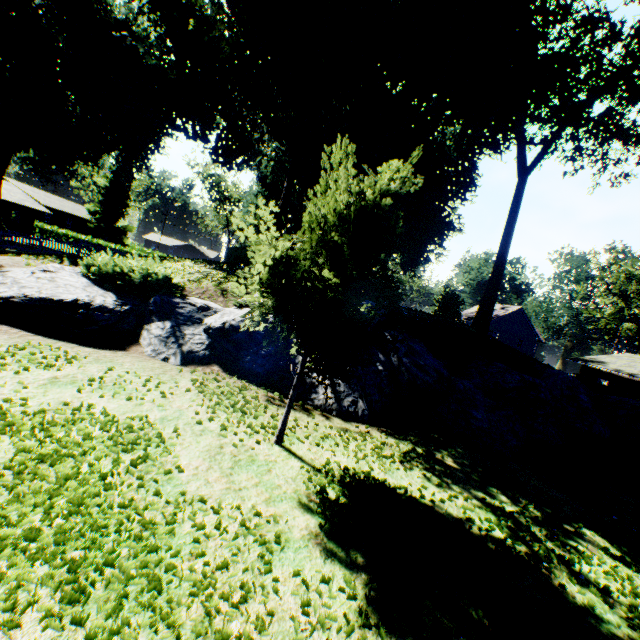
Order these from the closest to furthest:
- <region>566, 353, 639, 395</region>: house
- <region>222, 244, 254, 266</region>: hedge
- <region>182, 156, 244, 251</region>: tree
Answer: <region>222, 244, 254, 266</region>: hedge < <region>566, 353, 639, 395</region>: house < <region>182, 156, 244, 251</region>: tree

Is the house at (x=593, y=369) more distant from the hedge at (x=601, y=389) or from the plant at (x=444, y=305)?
the plant at (x=444, y=305)

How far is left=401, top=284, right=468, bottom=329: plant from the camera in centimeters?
1202cm

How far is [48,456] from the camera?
3.7 meters

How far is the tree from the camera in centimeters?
5225cm

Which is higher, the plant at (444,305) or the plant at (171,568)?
the plant at (444,305)

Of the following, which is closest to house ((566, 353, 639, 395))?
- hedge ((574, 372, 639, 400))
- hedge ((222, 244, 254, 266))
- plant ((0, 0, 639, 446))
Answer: hedge ((574, 372, 639, 400))

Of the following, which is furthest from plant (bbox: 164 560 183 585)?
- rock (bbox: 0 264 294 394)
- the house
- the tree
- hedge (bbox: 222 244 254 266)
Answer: the house
